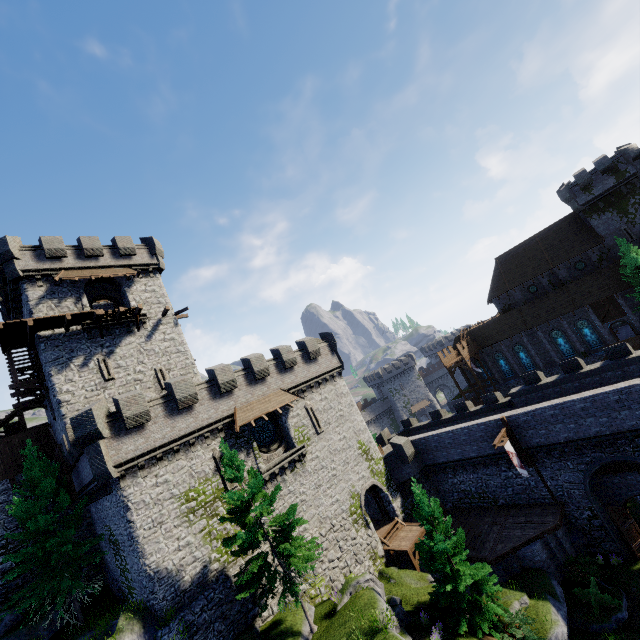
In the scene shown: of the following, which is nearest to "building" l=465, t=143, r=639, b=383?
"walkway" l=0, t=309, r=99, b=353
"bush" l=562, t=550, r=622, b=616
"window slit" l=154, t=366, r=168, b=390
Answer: "bush" l=562, t=550, r=622, b=616

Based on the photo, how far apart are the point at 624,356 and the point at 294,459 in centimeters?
2483cm

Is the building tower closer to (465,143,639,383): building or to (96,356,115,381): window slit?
(96,356,115,381): window slit

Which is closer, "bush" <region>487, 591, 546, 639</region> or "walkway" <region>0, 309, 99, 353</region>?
"bush" <region>487, 591, 546, 639</region>

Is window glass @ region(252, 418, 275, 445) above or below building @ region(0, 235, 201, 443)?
below

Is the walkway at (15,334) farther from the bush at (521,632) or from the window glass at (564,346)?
the window glass at (564,346)

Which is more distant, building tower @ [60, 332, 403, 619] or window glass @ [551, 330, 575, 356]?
window glass @ [551, 330, 575, 356]

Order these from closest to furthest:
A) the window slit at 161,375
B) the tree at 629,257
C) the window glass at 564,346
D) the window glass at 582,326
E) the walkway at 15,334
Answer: the walkway at 15,334, the window slit at 161,375, the tree at 629,257, the window glass at 582,326, the window glass at 564,346
